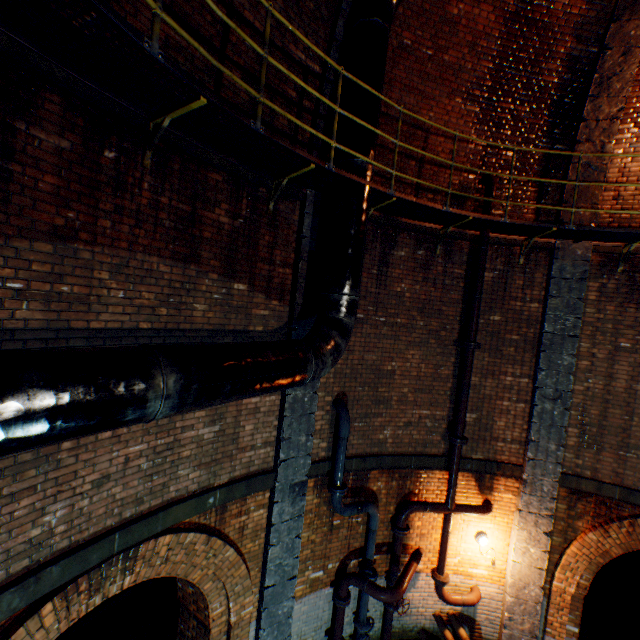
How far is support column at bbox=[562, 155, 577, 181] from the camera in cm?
644

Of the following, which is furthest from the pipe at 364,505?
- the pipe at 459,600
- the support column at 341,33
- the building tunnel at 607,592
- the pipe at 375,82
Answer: the support column at 341,33

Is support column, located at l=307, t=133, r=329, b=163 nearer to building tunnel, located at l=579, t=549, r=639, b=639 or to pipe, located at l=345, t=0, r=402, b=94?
pipe, located at l=345, t=0, r=402, b=94

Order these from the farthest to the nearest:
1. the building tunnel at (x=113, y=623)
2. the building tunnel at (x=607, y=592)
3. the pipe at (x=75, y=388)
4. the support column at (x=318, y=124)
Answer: the building tunnel at (x=607, y=592)
the building tunnel at (x=113, y=623)
the support column at (x=318, y=124)
the pipe at (x=75, y=388)

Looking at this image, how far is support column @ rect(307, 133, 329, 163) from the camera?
5.3m

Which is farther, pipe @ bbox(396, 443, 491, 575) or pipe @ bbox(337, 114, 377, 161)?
pipe @ bbox(396, 443, 491, 575)

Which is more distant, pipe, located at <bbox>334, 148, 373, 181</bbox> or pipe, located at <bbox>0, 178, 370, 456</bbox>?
pipe, located at <bbox>334, 148, 373, 181</bbox>

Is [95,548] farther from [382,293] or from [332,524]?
[382,293]
